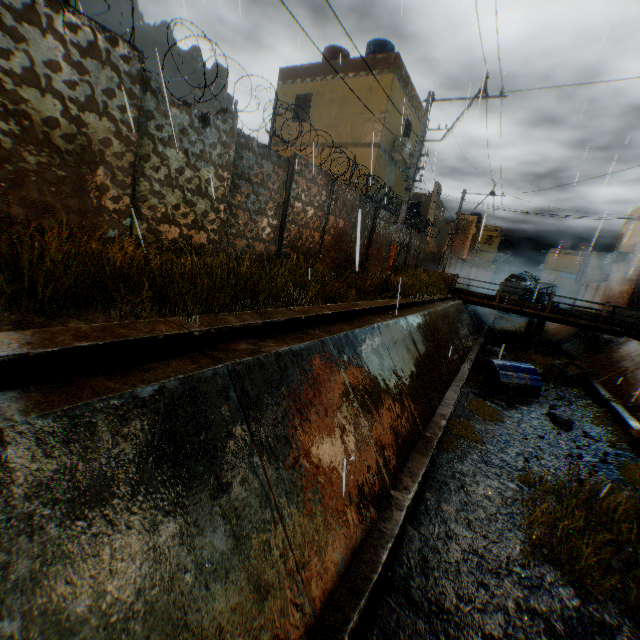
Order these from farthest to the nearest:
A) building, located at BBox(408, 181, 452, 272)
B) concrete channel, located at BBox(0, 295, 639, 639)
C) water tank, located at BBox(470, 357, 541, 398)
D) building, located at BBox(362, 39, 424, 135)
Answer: building, located at BBox(408, 181, 452, 272)
building, located at BBox(362, 39, 424, 135)
water tank, located at BBox(470, 357, 541, 398)
concrete channel, located at BBox(0, 295, 639, 639)

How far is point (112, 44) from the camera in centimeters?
438cm

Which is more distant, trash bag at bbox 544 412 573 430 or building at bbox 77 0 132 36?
trash bag at bbox 544 412 573 430

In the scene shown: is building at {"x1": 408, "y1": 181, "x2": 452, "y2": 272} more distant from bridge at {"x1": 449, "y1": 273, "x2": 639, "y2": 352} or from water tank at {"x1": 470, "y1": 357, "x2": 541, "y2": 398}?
bridge at {"x1": 449, "y1": 273, "x2": 639, "y2": 352}

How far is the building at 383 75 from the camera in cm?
1504

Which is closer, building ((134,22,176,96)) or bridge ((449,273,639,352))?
building ((134,22,176,96))

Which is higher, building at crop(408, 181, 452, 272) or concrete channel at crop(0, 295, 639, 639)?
building at crop(408, 181, 452, 272)

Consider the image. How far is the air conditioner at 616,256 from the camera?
27.53m
